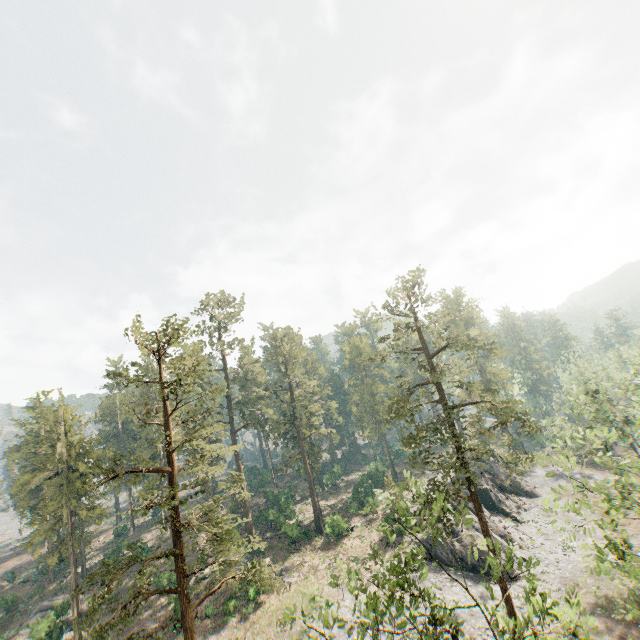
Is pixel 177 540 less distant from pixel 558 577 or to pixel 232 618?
pixel 232 618

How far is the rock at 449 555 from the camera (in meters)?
33.78

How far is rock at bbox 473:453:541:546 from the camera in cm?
3997

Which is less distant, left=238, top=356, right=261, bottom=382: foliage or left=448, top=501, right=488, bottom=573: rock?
left=448, top=501, right=488, bottom=573: rock

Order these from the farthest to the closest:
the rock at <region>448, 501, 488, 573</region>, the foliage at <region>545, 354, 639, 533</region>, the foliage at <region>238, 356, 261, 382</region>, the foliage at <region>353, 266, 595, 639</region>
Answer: the foliage at <region>238, 356, 261, 382</region>, the rock at <region>448, 501, 488, 573</region>, the foliage at <region>545, 354, 639, 533</region>, the foliage at <region>353, 266, 595, 639</region>
